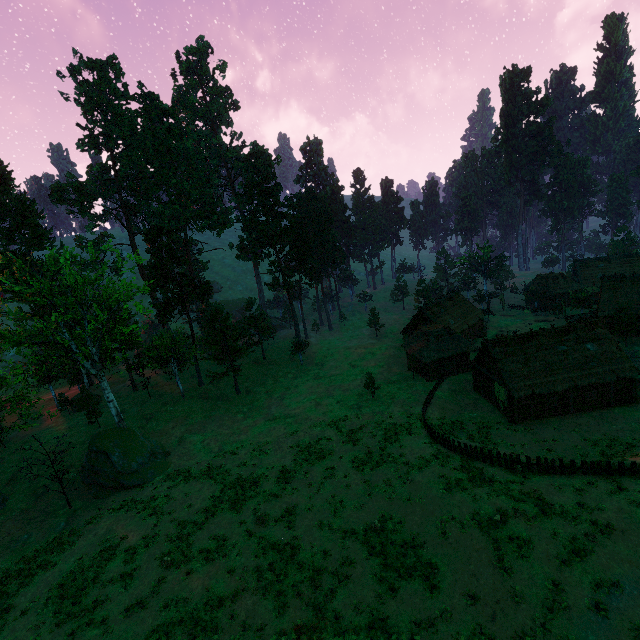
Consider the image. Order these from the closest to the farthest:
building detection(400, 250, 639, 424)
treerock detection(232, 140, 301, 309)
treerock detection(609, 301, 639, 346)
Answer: building detection(400, 250, 639, 424), treerock detection(609, 301, 639, 346), treerock detection(232, 140, 301, 309)

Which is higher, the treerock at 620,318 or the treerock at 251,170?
the treerock at 251,170

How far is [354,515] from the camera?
23.5m

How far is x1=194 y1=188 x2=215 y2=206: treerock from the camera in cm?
5872

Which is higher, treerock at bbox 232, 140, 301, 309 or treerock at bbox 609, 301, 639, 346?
treerock at bbox 232, 140, 301, 309

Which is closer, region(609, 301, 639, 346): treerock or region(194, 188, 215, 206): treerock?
region(609, 301, 639, 346): treerock

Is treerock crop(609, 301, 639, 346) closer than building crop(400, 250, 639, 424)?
No

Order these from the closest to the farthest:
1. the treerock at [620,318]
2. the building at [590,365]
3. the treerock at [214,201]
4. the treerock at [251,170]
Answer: the building at [590,365], the treerock at [620,318], the treerock at [251,170], the treerock at [214,201]
